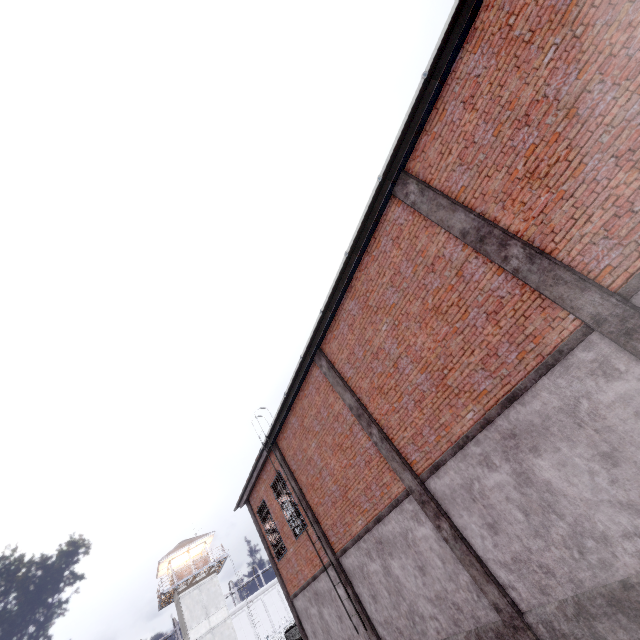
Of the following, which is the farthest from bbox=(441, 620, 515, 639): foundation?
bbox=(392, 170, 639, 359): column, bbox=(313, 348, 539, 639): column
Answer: bbox=(392, 170, 639, 359): column

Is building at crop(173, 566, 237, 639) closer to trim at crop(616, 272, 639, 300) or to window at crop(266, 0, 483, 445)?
window at crop(266, 0, 483, 445)

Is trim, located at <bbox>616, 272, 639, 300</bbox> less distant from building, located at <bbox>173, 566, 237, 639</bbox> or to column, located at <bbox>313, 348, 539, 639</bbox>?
column, located at <bbox>313, 348, 539, 639</bbox>

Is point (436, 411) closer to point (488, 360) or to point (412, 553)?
point (488, 360)

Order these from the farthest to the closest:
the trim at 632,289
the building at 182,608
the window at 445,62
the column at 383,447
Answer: the building at 182,608 → the column at 383,447 → the window at 445,62 → the trim at 632,289

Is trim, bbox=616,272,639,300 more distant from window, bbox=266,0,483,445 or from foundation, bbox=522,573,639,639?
window, bbox=266,0,483,445

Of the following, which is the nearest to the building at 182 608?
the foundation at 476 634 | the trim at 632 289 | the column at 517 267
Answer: the foundation at 476 634

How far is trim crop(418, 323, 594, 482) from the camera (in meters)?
5.39
